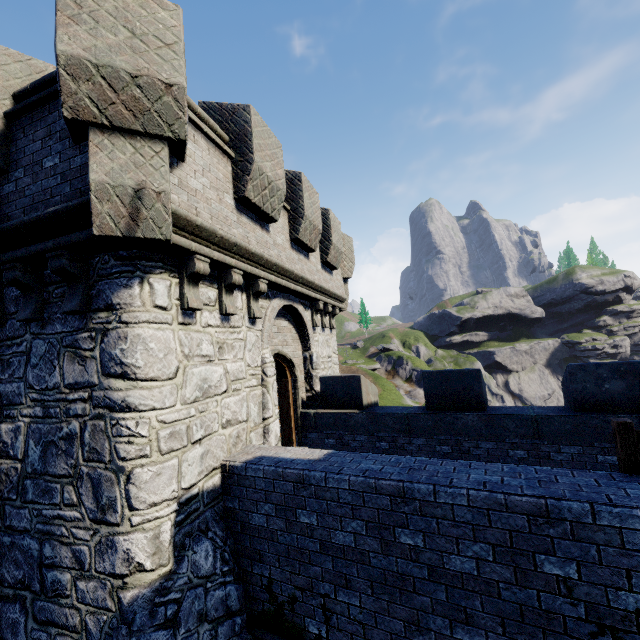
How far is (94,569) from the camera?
4.3 meters
